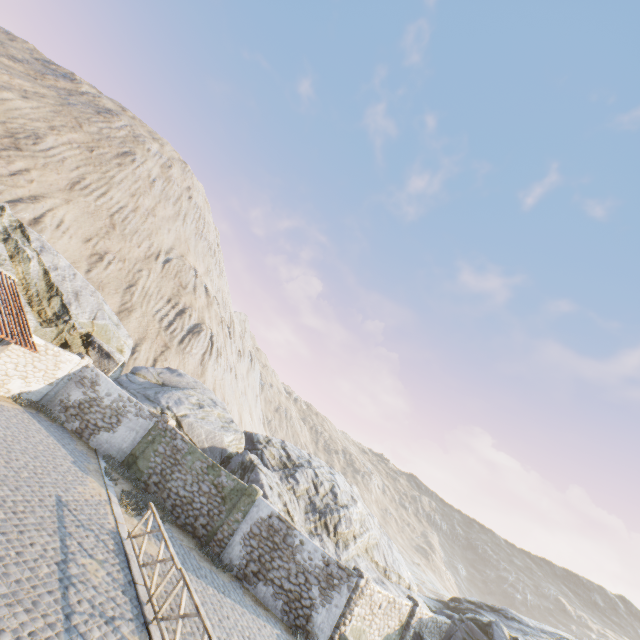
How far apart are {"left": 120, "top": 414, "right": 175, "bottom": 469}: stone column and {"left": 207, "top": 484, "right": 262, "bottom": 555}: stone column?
5.5m

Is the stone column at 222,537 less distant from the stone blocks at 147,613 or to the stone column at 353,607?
the stone blocks at 147,613

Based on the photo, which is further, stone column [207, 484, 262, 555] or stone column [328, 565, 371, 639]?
stone column [207, 484, 262, 555]

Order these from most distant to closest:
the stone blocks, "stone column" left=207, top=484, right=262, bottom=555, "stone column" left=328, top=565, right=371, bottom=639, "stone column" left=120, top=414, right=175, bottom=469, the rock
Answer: the rock, "stone column" left=120, top=414, right=175, bottom=469, "stone column" left=207, top=484, right=262, bottom=555, "stone column" left=328, top=565, right=371, bottom=639, the stone blocks

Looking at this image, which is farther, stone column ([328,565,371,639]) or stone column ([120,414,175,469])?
stone column ([120,414,175,469])

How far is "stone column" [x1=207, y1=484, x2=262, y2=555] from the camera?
14.5 meters

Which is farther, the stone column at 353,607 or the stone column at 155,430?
the stone column at 155,430

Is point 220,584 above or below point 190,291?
below
